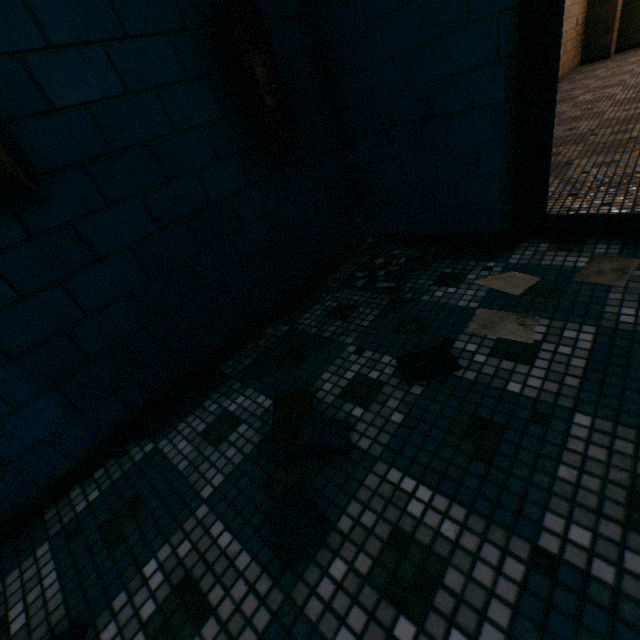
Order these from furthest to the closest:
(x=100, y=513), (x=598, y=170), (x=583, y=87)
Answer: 1. (x=583, y=87)
2. (x=598, y=170)
3. (x=100, y=513)

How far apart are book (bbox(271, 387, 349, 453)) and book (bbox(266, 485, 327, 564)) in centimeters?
16cm

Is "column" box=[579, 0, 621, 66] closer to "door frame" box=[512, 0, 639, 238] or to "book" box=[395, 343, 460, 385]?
"door frame" box=[512, 0, 639, 238]

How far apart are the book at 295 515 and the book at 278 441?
0.2 meters

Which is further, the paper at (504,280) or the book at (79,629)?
the paper at (504,280)

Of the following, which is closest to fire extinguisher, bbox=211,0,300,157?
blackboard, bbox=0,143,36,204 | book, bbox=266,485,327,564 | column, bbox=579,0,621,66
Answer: blackboard, bbox=0,143,36,204

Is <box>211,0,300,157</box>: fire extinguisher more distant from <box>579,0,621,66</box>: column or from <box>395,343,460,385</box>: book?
<box>579,0,621,66</box>: column

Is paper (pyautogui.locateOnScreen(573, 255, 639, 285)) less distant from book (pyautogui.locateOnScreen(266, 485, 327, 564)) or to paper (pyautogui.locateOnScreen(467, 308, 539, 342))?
paper (pyautogui.locateOnScreen(467, 308, 539, 342))
